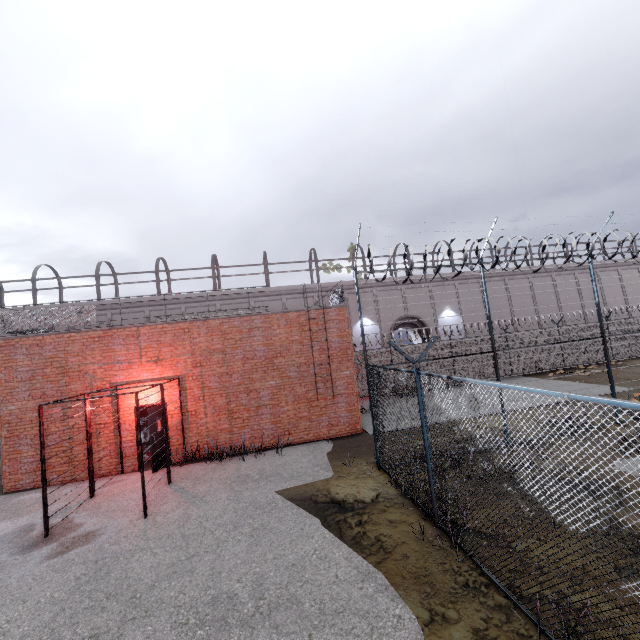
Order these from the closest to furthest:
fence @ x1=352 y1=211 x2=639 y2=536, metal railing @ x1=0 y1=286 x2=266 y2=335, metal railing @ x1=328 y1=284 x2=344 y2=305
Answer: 1. fence @ x1=352 y1=211 x2=639 y2=536
2. metal railing @ x1=0 y1=286 x2=266 y2=335
3. metal railing @ x1=328 y1=284 x2=344 y2=305

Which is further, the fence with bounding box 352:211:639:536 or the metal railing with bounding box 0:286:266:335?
the metal railing with bounding box 0:286:266:335

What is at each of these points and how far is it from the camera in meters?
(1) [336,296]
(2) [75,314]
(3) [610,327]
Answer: (1) metal railing, 14.2 m
(2) metal railing, 11.2 m
(3) fence, 22.3 m

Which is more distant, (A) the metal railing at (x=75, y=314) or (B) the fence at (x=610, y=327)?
(A) the metal railing at (x=75, y=314)

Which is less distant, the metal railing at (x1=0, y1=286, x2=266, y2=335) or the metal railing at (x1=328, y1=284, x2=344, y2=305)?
the metal railing at (x1=0, y1=286, x2=266, y2=335)

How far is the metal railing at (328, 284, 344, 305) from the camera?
13.14m

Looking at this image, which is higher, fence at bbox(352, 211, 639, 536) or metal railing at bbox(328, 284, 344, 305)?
metal railing at bbox(328, 284, 344, 305)
